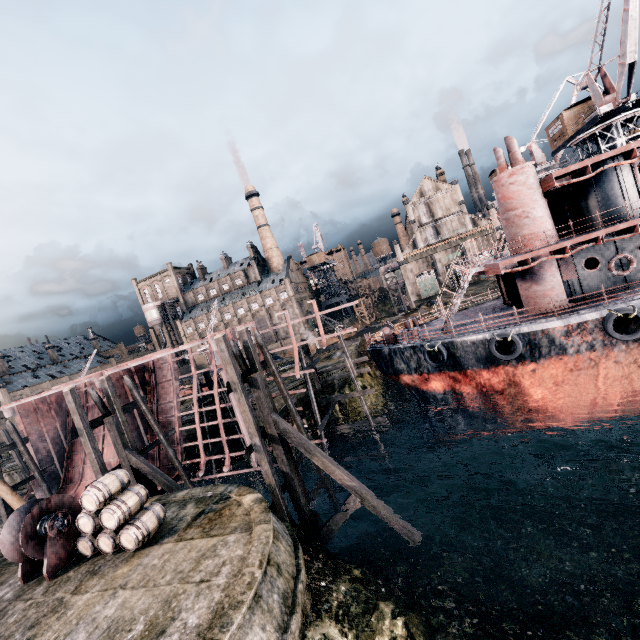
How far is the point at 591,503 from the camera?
16.5 meters

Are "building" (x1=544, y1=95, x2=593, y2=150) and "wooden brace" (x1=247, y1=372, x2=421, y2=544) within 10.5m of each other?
no

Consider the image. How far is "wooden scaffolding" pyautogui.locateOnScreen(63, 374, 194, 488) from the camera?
16.1 meters

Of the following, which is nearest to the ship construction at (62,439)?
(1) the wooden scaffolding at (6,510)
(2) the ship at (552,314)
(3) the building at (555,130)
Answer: (1) the wooden scaffolding at (6,510)

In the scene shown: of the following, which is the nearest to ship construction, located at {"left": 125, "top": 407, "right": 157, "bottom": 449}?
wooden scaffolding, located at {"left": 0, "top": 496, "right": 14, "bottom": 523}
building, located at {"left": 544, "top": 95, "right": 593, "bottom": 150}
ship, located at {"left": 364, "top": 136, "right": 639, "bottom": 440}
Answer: wooden scaffolding, located at {"left": 0, "top": 496, "right": 14, "bottom": 523}

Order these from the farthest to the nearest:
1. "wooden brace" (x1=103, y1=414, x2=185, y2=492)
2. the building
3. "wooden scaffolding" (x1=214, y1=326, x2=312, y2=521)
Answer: the building < "wooden brace" (x1=103, y1=414, x2=185, y2=492) < "wooden scaffolding" (x1=214, y1=326, x2=312, y2=521)

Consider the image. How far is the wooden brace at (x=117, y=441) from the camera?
17.5 meters

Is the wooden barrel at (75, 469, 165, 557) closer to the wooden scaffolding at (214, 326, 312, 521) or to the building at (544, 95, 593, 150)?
the wooden scaffolding at (214, 326, 312, 521)
